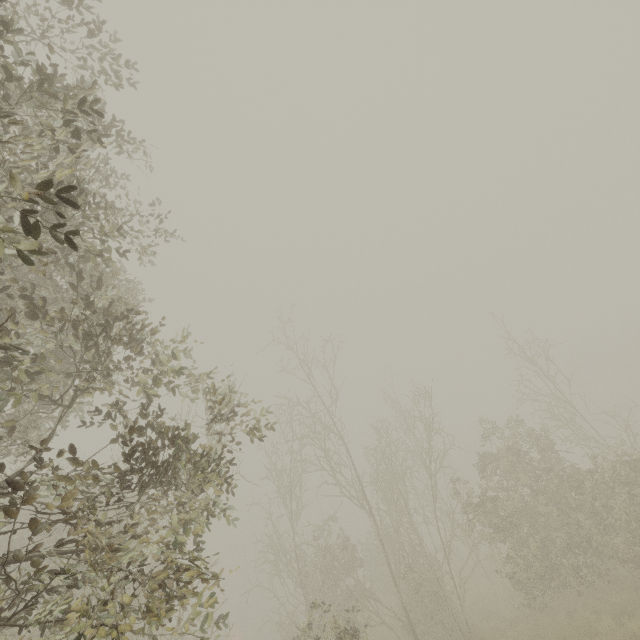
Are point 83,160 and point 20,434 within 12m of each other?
yes
